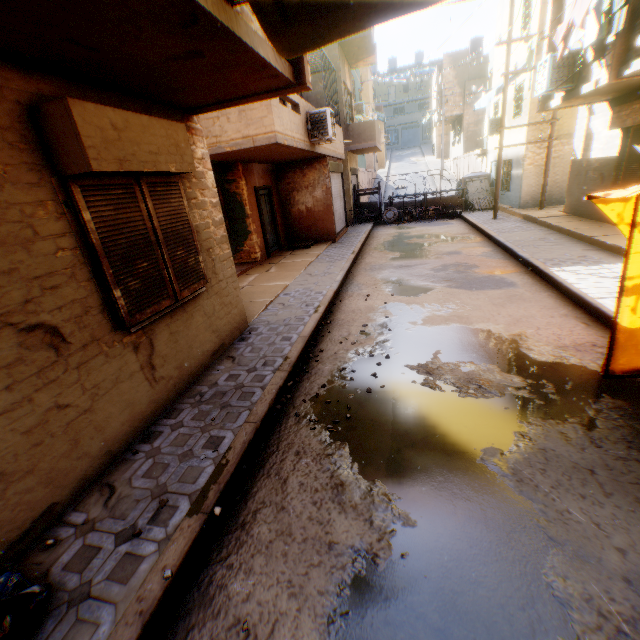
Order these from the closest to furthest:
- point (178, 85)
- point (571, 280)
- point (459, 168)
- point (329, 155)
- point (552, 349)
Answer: point (178, 85), point (552, 349), point (571, 280), point (329, 155), point (459, 168)

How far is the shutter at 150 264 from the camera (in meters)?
3.19

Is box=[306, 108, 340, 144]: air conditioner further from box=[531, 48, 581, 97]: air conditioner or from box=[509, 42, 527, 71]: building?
box=[531, 48, 581, 97]: air conditioner

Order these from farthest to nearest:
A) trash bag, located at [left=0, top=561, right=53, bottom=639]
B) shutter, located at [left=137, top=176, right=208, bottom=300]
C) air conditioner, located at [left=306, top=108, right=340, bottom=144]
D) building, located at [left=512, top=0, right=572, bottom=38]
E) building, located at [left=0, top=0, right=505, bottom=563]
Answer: air conditioner, located at [left=306, top=108, right=340, bottom=144]
building, located at [left=512, top=0, right=572, bottom=38]
shutter, located at [left=137, top=176, right=208, bottom=300]
building, located at [left=0, top=0, right=505, bottom=563]
trash bag, located at [left=0, top=561, right=53, bottom=639]

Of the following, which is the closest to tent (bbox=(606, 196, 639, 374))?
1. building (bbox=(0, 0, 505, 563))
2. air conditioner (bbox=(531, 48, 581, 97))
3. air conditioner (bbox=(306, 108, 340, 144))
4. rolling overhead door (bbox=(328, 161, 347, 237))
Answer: building (bbox=(0, 0, 505, 563))

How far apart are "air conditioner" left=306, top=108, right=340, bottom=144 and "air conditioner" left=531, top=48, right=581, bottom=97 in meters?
4.9

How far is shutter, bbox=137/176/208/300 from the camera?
3.9 meters

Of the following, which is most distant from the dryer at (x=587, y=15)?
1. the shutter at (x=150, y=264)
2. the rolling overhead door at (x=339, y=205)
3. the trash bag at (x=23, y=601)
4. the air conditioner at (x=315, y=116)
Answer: the trash bag at (x=23, y=601)
